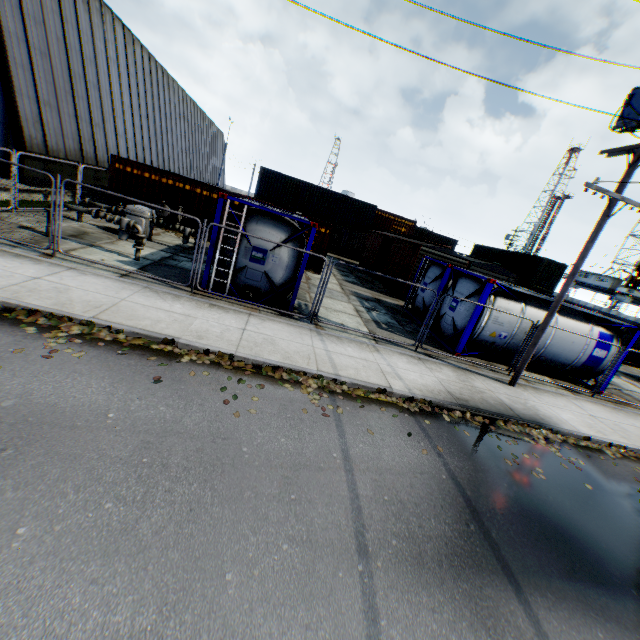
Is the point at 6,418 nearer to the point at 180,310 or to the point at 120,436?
the point at 120,436

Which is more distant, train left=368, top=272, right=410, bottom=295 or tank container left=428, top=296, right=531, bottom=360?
train left=368, top=272, right=410, bottom=295

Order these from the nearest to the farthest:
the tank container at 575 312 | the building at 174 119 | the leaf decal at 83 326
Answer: the leaf decal at 83 326 → the tank container at 575 312 → the building at 174 119

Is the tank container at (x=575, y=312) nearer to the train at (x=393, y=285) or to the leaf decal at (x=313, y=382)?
the train at (x=393, y=285)

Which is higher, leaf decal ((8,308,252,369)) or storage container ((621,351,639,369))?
storage container ((621,351,639,369))

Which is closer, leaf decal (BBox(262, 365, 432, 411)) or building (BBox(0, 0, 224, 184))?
leaf decal (BBox(262, 365, 432, 411))

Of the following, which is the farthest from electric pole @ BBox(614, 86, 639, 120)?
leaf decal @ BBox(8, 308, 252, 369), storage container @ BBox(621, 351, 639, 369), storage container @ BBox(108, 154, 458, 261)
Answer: storage container @ BBox(108, 154, 458, 261)

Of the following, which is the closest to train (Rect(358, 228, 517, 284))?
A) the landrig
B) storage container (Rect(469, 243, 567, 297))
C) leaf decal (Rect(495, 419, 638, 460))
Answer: storage container (Rect(469, 243, 567, 297))
